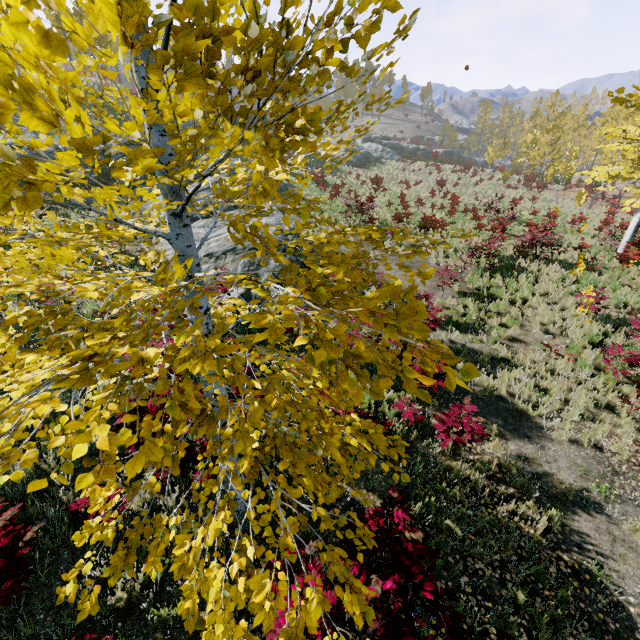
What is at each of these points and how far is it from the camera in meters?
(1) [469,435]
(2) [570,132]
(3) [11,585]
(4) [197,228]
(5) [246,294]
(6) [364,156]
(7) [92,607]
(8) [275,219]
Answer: (1) instancedfoliageactor, 5.7
(2) instancedfoliageactor, 48.2
(3) instancedfoliageactor, 2.9
(4) rock, 13.7
(5) rock, 9.8
(6) rock, 43.3
(7) instancedfoliageactor, 2.2
(8) rock, 13.1

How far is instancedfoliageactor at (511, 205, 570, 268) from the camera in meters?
13.3

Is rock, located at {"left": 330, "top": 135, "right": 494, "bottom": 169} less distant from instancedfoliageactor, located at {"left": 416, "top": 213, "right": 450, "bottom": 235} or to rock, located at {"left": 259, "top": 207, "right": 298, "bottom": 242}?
instancedfoliageactor, located at {"left": 416, "top": 213, "right": 450, "bottom": 235}

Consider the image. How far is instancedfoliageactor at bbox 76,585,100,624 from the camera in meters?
2.2 m

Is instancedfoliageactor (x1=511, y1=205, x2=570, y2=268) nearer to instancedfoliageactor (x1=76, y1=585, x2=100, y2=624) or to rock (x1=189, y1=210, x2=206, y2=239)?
instancedfoliageactor (x1=76, y1=585, x2=100, y2=624)

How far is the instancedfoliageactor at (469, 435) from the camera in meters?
5.6 m

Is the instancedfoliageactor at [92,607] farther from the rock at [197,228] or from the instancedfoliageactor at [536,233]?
the rock at [197,228]

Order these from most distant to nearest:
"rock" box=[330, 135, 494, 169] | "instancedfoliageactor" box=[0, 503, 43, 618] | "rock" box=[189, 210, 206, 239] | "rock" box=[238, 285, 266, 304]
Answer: "rock" box=[330, 135, 494, 169] → "rock" box=[189, 210, 206, 239] → "rock" box=[238, 285, 266, 304] → "instancedfoliageactor" box=[0, 503, 43, 618]
